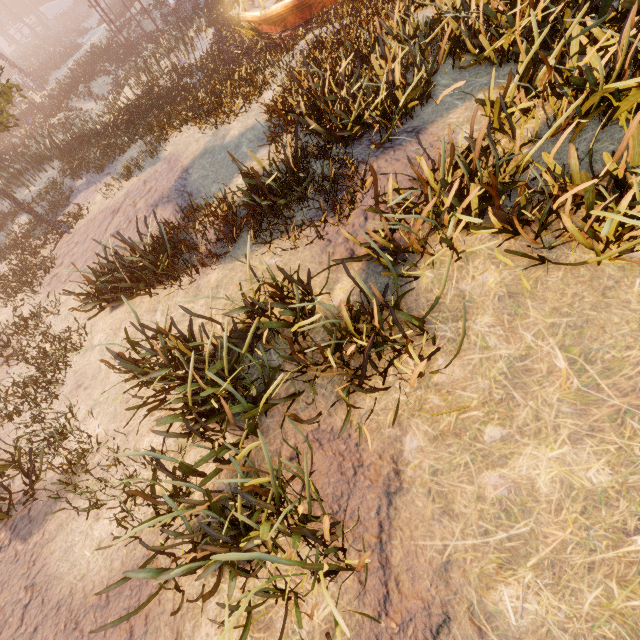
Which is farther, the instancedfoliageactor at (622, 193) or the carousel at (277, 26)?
the carousel at (277, 26)

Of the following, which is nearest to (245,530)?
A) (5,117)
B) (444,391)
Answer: (444,391)

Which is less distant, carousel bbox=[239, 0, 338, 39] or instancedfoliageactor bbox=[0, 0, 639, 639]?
instancedfoliageactor bbox=[0, 0, 639, 639]
